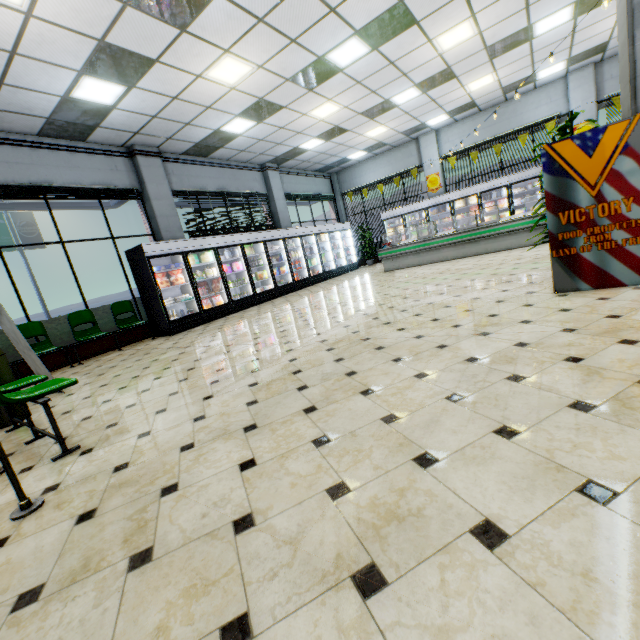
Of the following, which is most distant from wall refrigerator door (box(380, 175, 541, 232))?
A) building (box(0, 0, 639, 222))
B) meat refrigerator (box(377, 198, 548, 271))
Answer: meat refrigerator (box(377, 198, 548, 271))

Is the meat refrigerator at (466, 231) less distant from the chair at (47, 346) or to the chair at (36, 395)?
the chair at (47, 346)

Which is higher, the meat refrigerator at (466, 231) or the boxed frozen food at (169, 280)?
the boxed frozen food at (169, 280)

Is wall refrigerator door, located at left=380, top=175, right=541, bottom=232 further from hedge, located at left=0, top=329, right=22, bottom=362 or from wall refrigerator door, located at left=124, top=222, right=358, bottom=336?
hedge, located at left=0, top=329, right=22, bottom=362

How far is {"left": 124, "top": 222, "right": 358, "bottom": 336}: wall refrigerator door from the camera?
8.0 meters

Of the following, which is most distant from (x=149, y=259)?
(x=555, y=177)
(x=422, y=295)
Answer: (x=555, y=177)

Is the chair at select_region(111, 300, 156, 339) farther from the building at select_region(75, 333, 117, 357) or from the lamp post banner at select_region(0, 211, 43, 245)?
the lamp post banner at select_region(0, 211, 43, 245)

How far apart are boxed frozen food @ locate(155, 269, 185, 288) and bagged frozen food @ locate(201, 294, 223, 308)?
0.9 meters
